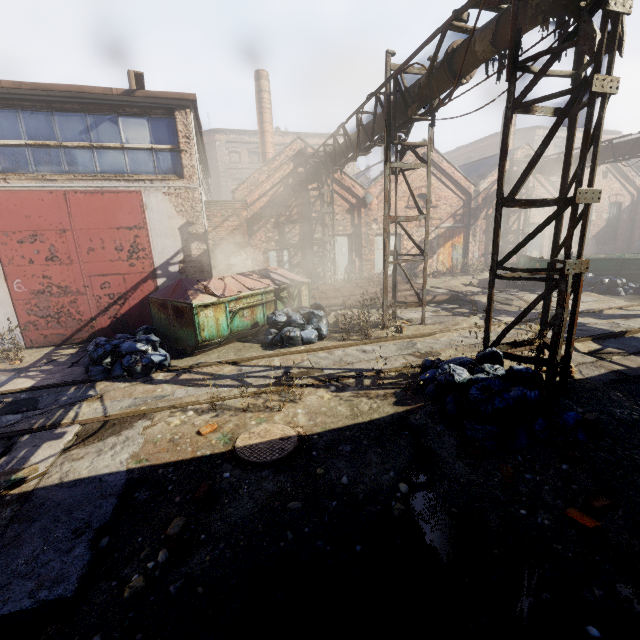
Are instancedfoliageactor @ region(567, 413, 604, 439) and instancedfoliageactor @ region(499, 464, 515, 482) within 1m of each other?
yes

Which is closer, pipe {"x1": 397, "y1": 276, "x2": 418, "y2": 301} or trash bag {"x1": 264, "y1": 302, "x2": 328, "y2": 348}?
trash bag {"x1": 264, "y1": 302, "x2": 328, "y2": 348}

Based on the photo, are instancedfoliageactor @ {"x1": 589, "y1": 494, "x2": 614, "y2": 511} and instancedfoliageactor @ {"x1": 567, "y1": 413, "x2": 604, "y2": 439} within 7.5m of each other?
yes

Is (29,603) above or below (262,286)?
below

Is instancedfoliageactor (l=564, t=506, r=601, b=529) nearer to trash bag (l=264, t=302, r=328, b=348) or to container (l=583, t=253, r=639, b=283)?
trash bag (l=264, t=302, r=328, b=348)

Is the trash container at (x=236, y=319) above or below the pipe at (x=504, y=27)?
below

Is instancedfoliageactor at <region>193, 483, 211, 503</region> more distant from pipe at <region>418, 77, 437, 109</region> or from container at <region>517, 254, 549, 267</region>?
container at <region>517, 254, 549, 267</region>

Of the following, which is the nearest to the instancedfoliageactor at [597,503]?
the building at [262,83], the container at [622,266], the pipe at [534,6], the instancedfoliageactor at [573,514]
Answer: the instancedfoliageactor at [573,514]
